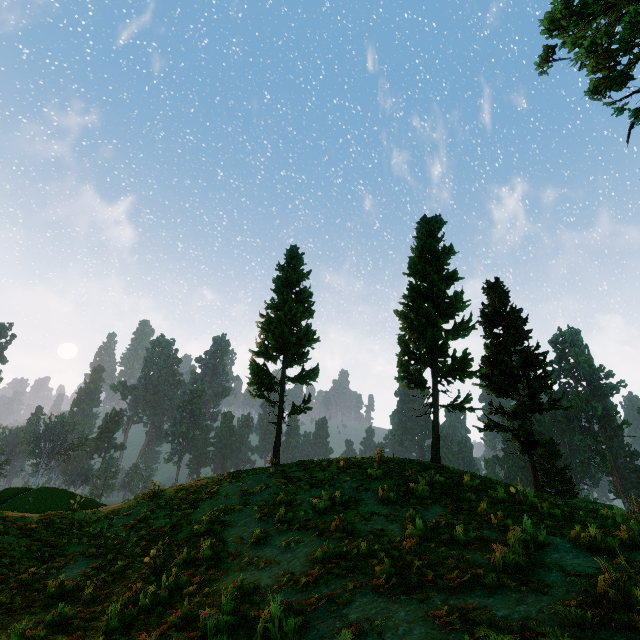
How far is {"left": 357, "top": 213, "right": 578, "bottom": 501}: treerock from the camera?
17.5m

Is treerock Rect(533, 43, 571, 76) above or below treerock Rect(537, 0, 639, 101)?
above

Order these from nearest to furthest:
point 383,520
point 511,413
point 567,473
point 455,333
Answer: point 383,520 → point 455,333 → point 511,413 → point 567,473

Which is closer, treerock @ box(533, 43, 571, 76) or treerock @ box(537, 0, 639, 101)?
treerock @ box(537, 0, 639, 101)

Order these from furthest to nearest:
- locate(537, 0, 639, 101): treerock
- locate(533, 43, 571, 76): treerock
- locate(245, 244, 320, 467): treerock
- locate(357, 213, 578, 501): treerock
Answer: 1. locate(533, 43, 571, 76): treerock
2. locate(245, 244, 320, 467): treerock
3. locate(357, 213, 578, 501): treerock
4. locate(537, 0, 639, 101): treerock

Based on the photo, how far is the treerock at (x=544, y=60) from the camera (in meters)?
22.06
